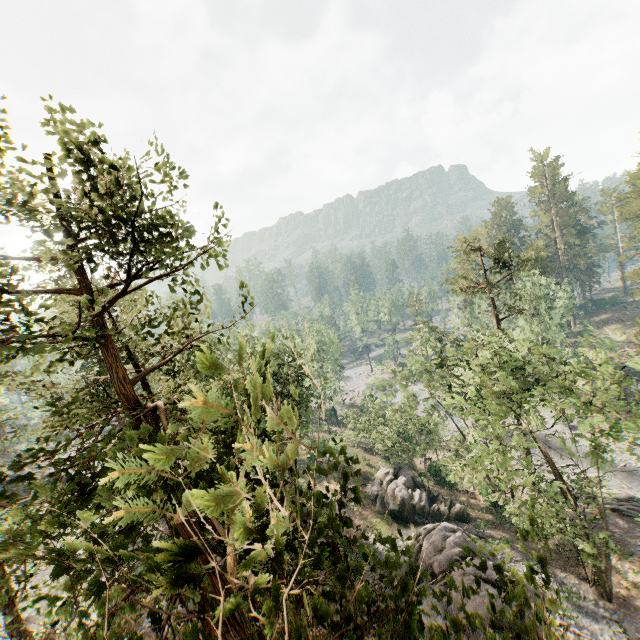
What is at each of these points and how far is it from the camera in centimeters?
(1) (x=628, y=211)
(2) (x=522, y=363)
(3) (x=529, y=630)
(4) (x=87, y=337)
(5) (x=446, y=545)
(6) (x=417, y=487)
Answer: (1) foliage, 4556cm
(2) foliage, 2039cm
(3) foliage, 285cm
(4) foliage, 574cm
(5) rock, 2222cm
(6) rock, 3284cm

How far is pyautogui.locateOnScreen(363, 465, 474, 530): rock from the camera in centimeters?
2947cm

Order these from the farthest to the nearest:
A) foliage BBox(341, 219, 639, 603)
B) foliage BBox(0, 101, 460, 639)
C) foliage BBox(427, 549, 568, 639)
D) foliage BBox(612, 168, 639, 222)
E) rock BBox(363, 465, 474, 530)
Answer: foliage BBox(612, 168, 639, 222) → rock BBox(363, 465, 474, 530) → foliage BBox(341, 219, 639, 603) → foliage BBox(427, 549, 568, 639) → foliage BBox(0, 101, 460, 639)

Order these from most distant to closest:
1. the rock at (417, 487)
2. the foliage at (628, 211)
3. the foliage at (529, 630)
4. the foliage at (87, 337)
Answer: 1. the foliage at (628, 211)
2. the rock at (417, 487)
3. the foliage at (529, 630)
4. the foliage at (87, 337)

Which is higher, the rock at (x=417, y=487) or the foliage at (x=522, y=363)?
the foliage at (x=522, y=363)

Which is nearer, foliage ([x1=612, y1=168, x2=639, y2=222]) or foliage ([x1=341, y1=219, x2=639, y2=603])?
foliage ([x1=341, y1=219, x2=639, y2=603])

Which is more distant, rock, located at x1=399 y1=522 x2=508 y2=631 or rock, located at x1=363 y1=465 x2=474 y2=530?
rock, located at x1=363 y1=465 x2=474 y2=530
